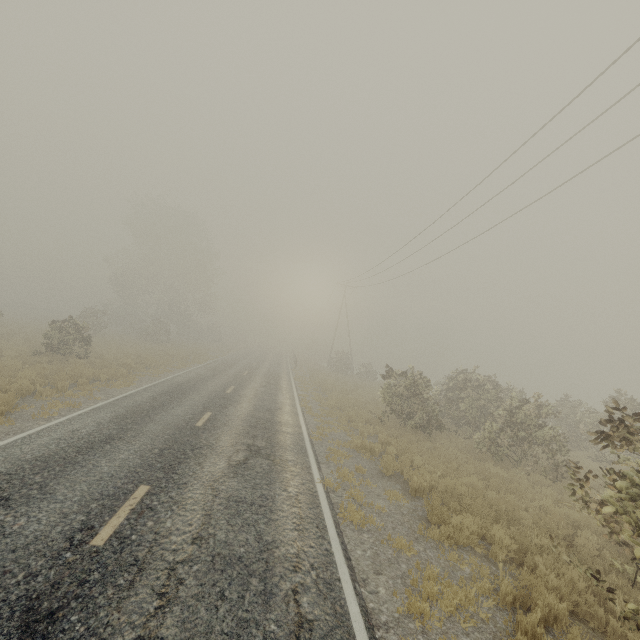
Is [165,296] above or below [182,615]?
above
